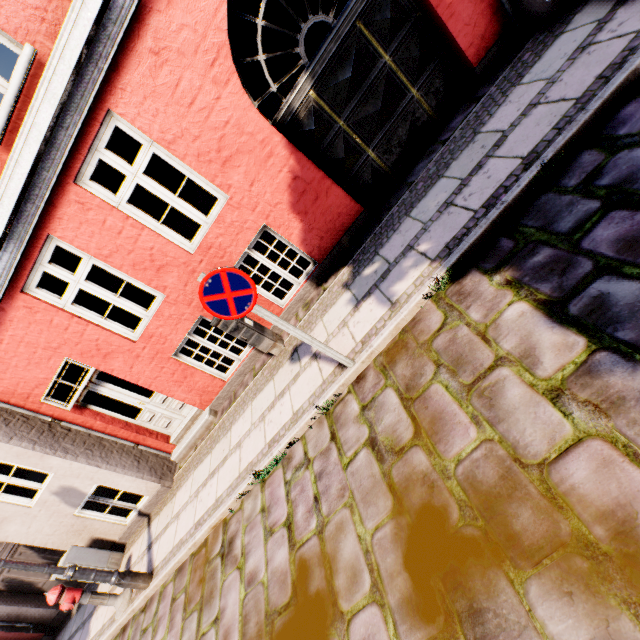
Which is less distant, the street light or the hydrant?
the street light

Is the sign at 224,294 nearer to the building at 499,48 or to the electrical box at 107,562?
the building at 499,48

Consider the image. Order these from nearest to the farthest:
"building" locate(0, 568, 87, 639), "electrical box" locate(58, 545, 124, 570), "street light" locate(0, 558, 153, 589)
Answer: "street light" locate(0, 558, 153, 589) → "electrical box" locate(58, 545, 124, 570) → "building" locate(0, 568, 87, 639)

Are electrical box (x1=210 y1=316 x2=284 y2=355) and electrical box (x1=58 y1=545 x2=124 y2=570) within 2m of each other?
no

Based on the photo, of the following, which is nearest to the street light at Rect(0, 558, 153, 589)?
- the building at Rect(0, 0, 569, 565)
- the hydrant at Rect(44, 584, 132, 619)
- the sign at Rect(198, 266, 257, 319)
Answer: the hydrant at Rect(44, 584, 132, 619)

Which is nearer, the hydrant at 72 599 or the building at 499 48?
the building at 499 48

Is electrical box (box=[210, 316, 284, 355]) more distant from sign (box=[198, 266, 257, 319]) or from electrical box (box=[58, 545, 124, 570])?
electrical box (box=[58, 545, 124, 570])

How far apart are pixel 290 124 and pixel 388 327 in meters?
3.5 m
